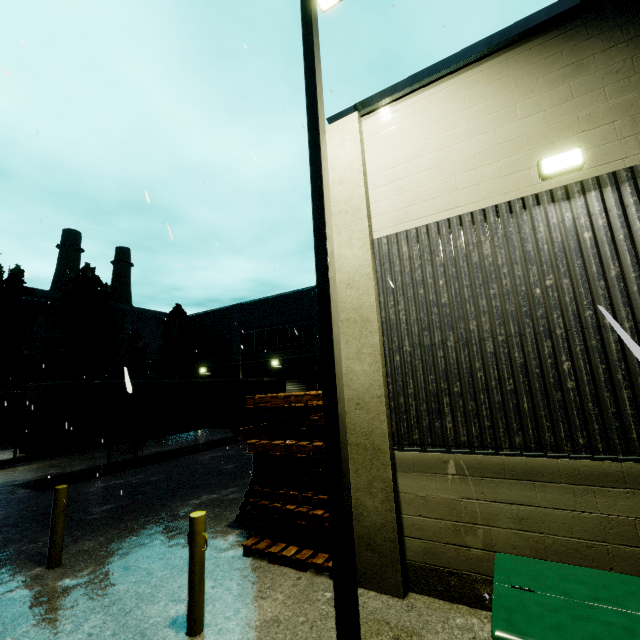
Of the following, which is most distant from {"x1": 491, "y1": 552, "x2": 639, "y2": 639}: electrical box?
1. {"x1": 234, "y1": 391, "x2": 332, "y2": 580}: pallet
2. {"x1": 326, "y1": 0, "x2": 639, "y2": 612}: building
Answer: {"x1": 234, "y1": 391, "x2": 332, "y2": 580}: pallet

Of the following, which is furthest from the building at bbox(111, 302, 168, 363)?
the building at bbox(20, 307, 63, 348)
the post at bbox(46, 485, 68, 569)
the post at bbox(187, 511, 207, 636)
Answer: the post at bbox(46, 485, 68, 569)

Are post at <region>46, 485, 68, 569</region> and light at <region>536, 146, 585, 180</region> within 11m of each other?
yes

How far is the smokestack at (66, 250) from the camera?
45.81m

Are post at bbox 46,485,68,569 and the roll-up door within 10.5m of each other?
no

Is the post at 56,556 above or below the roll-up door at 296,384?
below

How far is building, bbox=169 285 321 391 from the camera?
23.4m

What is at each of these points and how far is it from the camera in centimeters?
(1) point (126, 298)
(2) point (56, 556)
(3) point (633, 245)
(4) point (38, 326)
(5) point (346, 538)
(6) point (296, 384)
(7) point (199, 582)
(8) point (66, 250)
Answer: (1) smokestack, 5300cm
(2) post, 577cm
(3) building, 388cm
(4) building, 3731cm
(5) light, 306cm
(6) roll-up door, 2361cm
(7) post, 406cm
(8) smokestack, 4712cm
